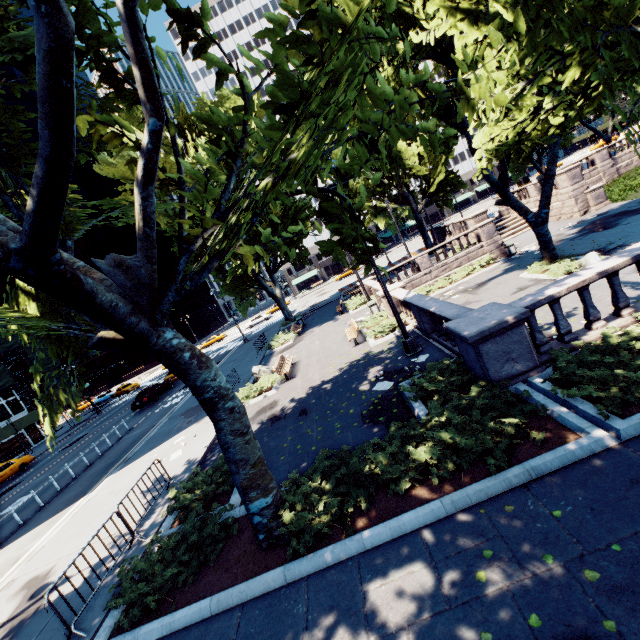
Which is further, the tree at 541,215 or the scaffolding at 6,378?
the scaffolding at 6,378

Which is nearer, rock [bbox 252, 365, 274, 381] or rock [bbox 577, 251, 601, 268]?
rock [bbox 577, 251, 601, 268]

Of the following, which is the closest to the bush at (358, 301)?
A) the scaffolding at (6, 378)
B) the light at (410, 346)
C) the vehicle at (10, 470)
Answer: the light at (410, 346)

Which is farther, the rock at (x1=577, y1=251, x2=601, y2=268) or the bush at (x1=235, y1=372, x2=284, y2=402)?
the bush at (x1=235, y1=372, x2=284, y2=402)

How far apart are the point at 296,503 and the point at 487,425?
4.1 meters

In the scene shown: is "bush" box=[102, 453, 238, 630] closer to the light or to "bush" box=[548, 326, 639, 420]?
the light

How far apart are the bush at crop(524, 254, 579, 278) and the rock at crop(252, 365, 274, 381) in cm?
1544

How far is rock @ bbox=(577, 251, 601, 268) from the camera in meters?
15.0
